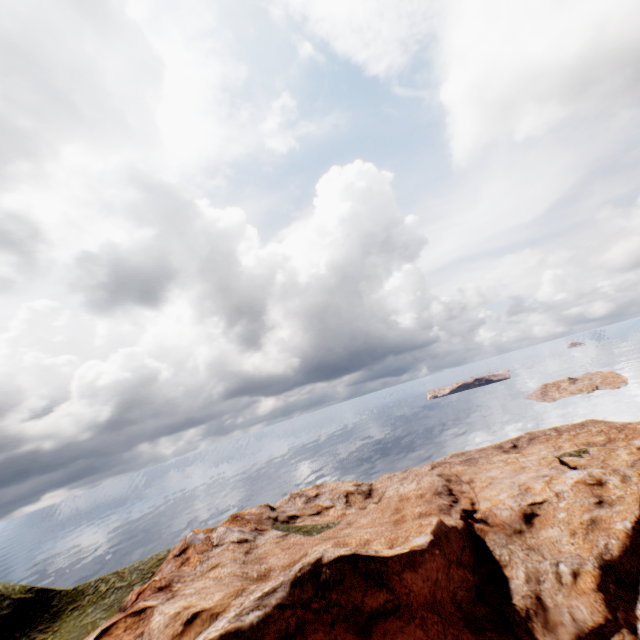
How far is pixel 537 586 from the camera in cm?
2123
